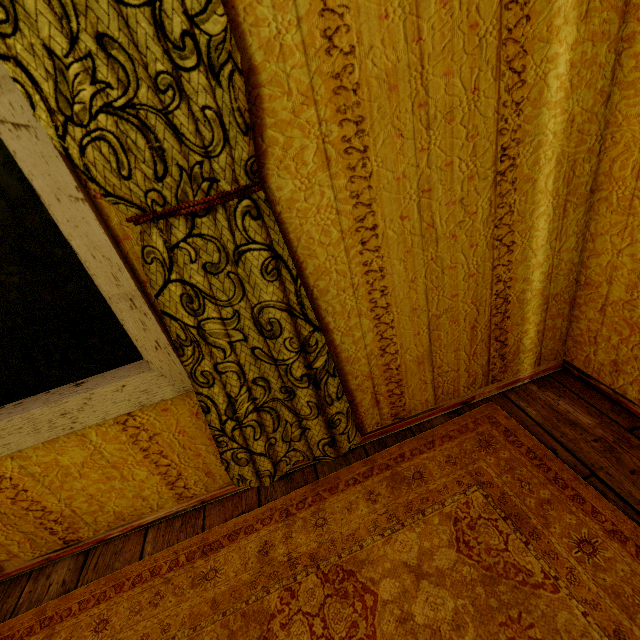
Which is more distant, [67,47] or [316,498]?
[316,498]
